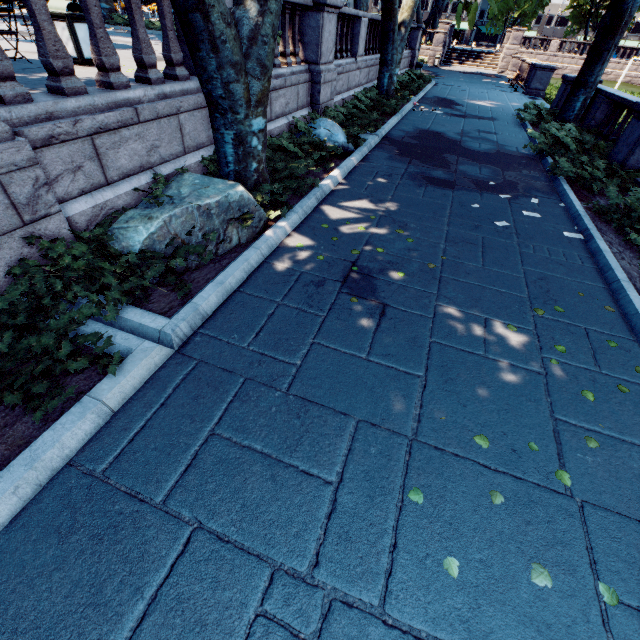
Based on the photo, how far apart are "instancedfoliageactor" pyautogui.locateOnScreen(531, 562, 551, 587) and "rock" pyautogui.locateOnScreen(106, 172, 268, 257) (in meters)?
4.45

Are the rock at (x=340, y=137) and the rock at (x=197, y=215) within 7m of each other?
Result: yes

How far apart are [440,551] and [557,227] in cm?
673

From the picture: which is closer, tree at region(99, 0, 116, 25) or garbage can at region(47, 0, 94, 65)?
garbage can at region(47, 0, 94, 65)

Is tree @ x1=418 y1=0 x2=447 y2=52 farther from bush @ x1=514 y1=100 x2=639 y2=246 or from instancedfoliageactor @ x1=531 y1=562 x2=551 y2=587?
instancedfoliageactor @ x1=531 y1=562 x2=551 y2=587

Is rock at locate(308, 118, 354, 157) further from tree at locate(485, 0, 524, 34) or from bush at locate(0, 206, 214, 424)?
bush at locate(0, 206, 214, 424)

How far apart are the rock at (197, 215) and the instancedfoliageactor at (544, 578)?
4.5 meters

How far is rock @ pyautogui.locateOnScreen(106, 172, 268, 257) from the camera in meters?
3.9
